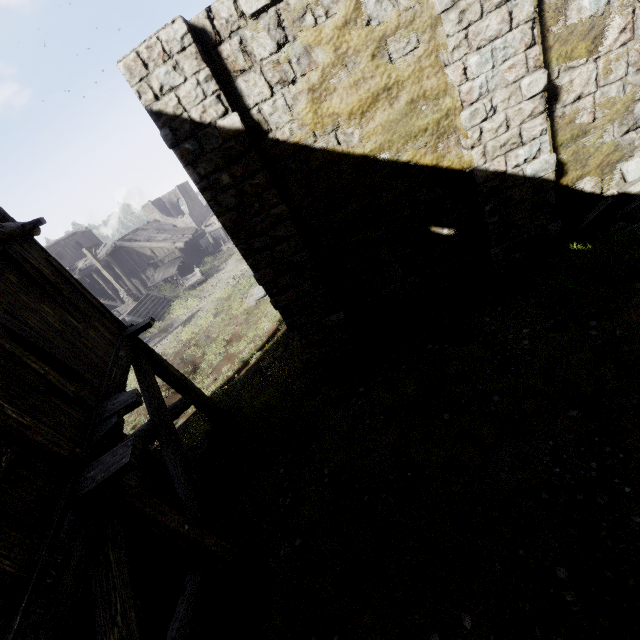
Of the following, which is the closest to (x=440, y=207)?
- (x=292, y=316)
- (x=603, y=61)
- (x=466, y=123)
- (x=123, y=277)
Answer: (x=466, y=123)

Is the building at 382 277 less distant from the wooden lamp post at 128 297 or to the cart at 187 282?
the cart at 187 282

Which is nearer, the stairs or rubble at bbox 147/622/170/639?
rubble at bbox 147/622/170/639

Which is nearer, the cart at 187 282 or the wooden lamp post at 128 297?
the wooden lamp post at 128 297

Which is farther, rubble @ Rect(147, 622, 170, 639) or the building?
rubble @ Rect(147, 622, 170, 639)

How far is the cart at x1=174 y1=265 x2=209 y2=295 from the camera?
25.17m

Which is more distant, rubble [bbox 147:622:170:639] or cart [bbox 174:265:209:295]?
cart [bbox 174:265:209:295]

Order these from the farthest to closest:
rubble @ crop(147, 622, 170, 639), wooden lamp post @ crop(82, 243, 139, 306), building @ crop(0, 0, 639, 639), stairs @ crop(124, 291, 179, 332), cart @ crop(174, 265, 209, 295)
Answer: cart @ crop(174, 265, 209, 295) → wooden lamp post @ crop(82, 243, 139, 306) → stairs @ crop(124, 291, 179, 332) → rubble @ crop(147, 622, 170, 639) → building @ crop(0, 0, 639, 639)
